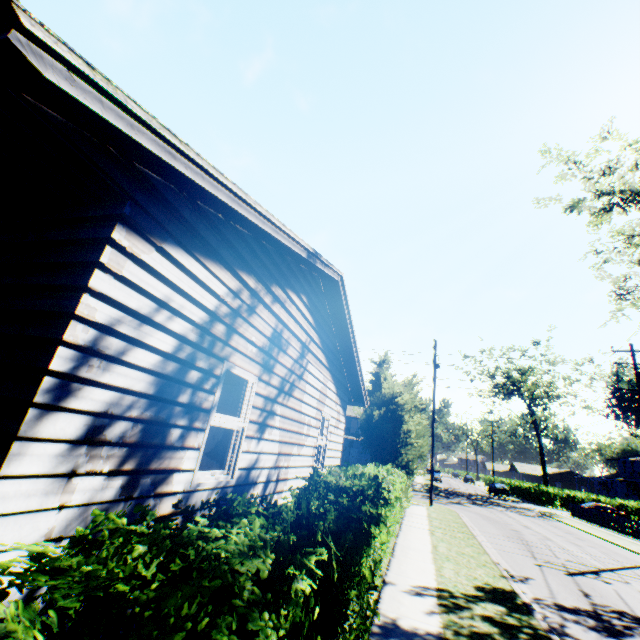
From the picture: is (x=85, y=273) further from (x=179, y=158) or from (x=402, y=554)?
(x=402, y=554)

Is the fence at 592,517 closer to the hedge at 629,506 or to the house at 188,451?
the hedge at 629,506

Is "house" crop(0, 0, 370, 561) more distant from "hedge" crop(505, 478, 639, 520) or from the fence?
"hedge" crop(505, 478, 639, 520)

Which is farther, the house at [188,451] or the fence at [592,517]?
the fence at [592,517]

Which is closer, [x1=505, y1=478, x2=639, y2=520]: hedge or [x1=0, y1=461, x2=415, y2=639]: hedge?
[x1=0, y1=461, x2=415, y2=639]: hedge

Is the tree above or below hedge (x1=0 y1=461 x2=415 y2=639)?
above

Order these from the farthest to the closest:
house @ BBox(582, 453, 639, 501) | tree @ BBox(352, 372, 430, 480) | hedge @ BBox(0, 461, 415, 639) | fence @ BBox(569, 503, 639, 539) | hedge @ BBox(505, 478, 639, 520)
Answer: house @ BBox(582, 453, 639, 501) < hedge @ BBox(505, 478, 639, 520) < fence @ BBox(569, 503, 639, 539) < tree @ BBox(352, 372, 430, 480) < hedge @ BBox(0, 461, 415, 639)

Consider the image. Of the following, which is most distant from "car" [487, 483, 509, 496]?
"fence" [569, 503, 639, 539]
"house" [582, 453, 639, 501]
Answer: "house" [582, 453, 639, 501]
